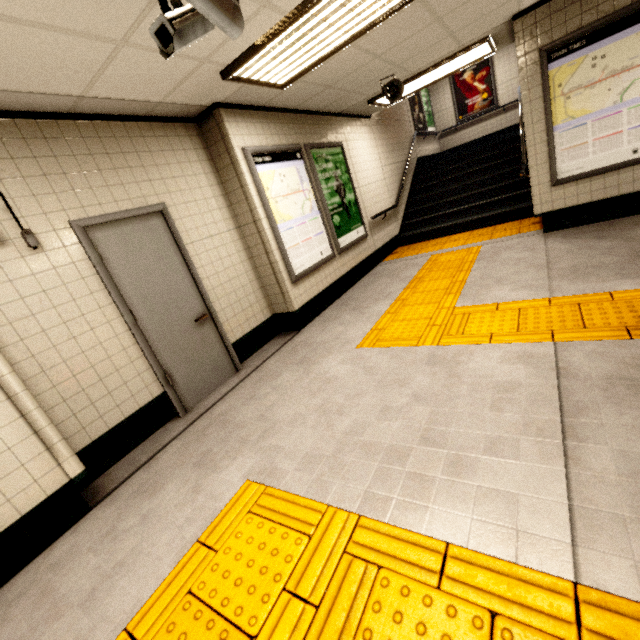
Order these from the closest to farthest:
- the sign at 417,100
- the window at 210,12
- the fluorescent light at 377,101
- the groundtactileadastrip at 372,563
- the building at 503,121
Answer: the groundtactileadastrip at 372,563 → the window at 210,12 → the fluorescent light at 377,101 → the sign at 417,100 → the building at 503,121

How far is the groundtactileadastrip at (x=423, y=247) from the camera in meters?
5.9

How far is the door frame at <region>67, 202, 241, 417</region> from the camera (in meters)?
2.85

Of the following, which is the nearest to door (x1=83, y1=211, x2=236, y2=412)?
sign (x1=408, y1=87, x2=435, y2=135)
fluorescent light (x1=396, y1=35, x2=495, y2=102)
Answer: fluorescent light (x1=396, y1=35, x2=495, y2=102)

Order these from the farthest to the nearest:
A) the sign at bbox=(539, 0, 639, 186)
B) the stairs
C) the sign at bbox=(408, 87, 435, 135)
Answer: the sign at bbox=(408, 87, 435, 135) → the stairs → the sign at bbox=(539, 0, 639, 186)

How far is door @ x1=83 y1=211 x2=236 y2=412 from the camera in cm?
307

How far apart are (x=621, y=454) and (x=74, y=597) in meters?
3.0 m

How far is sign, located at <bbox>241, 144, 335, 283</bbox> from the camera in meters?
4.2
